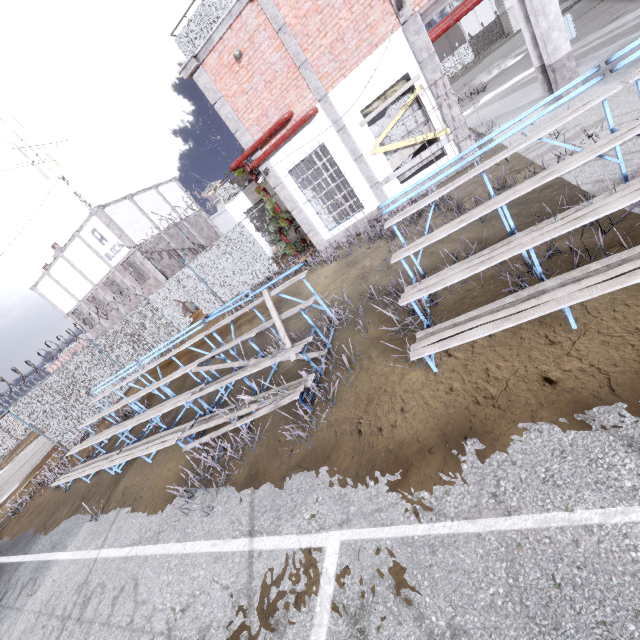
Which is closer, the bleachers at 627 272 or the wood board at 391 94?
the bleachers at 627 272

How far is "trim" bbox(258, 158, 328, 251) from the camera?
11.29m

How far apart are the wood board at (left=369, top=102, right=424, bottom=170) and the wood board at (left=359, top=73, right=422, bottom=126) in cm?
14

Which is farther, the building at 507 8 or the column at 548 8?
the building at 507 8

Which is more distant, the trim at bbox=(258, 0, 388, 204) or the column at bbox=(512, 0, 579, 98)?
the trim at bbox=(258, 0, 388, 204)

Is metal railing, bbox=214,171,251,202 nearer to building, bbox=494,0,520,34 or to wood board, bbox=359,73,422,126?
wood board, bbox=359,73,422,126

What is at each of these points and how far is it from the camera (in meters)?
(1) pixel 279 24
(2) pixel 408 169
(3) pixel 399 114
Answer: (1) trim, 8.92
(2) wood board, 10.52
(3) wood board, 9.54

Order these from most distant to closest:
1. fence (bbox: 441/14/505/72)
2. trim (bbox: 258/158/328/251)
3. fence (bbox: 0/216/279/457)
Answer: fence (bbox: 441/14/505/72) < fence (bbox: 0/216/279/457) < trim (bbox: 258/158/328/251)
